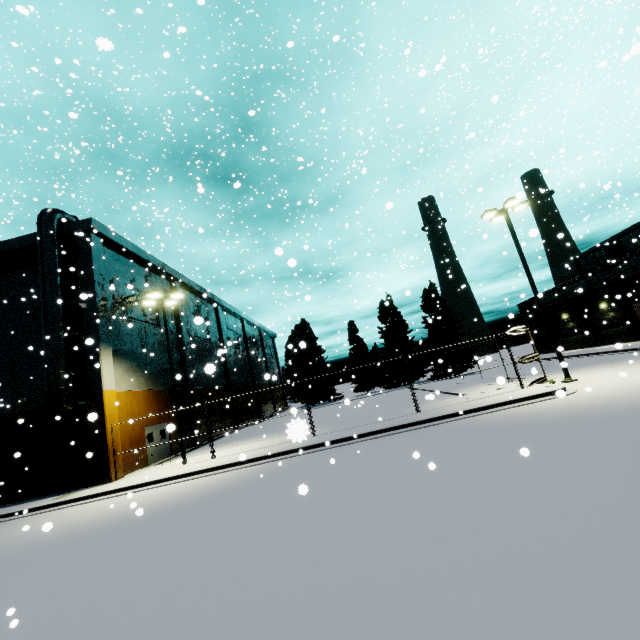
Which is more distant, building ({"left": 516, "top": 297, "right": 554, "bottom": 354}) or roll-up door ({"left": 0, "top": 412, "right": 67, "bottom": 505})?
building ({"left": 516, "top": 297, "right": 554, "bottom": 354})

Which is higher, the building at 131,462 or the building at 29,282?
the building at 29,282

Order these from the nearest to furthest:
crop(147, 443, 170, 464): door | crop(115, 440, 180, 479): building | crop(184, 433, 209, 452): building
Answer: crop(115, 440, 180, 479): building → crop(147, 443, 170, 464): door → crop(184, 433, 209, 452): building

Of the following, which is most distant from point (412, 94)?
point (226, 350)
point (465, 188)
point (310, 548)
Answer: point (310, 548)

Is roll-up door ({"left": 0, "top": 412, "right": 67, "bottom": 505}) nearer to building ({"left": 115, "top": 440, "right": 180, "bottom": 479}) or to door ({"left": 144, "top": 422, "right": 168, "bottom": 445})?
building ({"left": 115, "top": 440, "right": 180, "bottom": 479})

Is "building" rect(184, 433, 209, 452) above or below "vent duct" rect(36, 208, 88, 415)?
below

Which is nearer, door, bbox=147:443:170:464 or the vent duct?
the vent duct

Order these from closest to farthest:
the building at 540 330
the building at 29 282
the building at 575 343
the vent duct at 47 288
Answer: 1. the vent duct at 47 288
2. the building at 29 282
3. the building at 575 343
4. the building at 540 330
